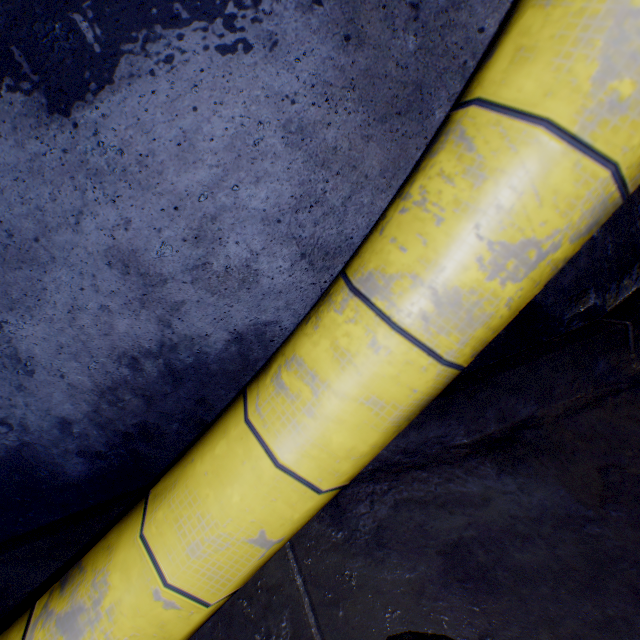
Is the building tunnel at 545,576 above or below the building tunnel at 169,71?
below

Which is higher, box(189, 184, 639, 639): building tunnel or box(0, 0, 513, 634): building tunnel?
box(0, 0, 513, 634): building tunnel

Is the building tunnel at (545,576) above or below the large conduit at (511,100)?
below

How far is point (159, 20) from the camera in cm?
97

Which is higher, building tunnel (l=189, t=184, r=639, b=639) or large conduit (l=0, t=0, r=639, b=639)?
large conduit (l=0, t=0, r=639, b=639)
